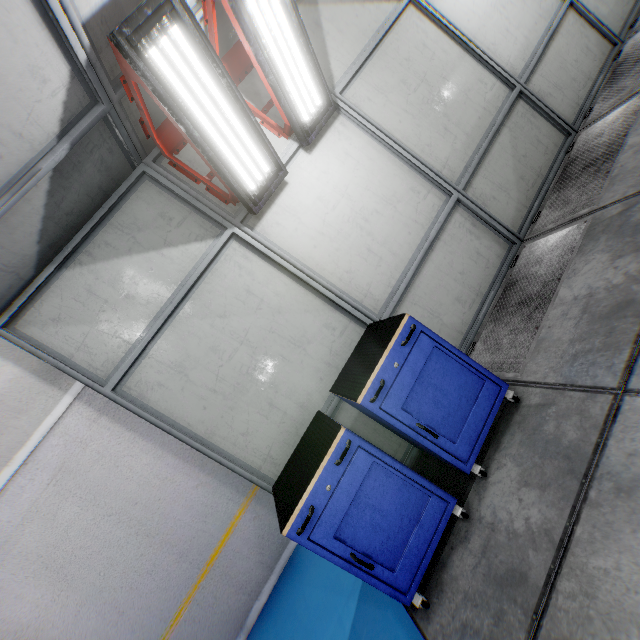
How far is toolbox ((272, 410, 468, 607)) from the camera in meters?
2.2 m

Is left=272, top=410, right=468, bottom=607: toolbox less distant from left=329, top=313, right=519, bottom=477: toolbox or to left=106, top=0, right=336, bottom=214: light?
left=329, top=313, right=519, bottom=477: toolbox

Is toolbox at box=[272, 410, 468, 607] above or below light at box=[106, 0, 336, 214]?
below

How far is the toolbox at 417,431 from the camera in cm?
241

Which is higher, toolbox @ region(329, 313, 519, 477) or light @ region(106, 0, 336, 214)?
light @ region(106, 0, 336, 214)

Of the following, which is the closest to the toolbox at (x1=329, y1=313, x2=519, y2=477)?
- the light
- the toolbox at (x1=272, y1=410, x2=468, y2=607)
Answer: the toolbox at (x1=272, y1=410, x2=468, y2=607)

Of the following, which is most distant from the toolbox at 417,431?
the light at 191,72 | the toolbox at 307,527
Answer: the light at 191,72

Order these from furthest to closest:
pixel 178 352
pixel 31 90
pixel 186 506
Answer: A:
1. pixel 186 506
2. pixel 178 352
3. pixel 31 90
